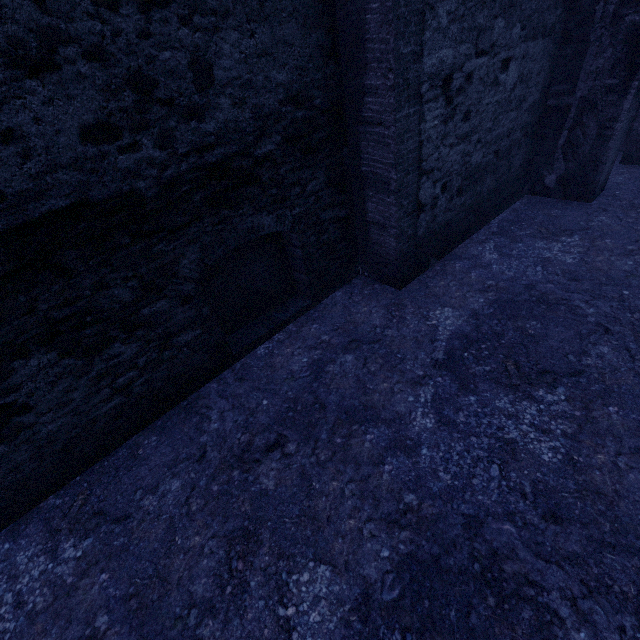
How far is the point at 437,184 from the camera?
4.45m
